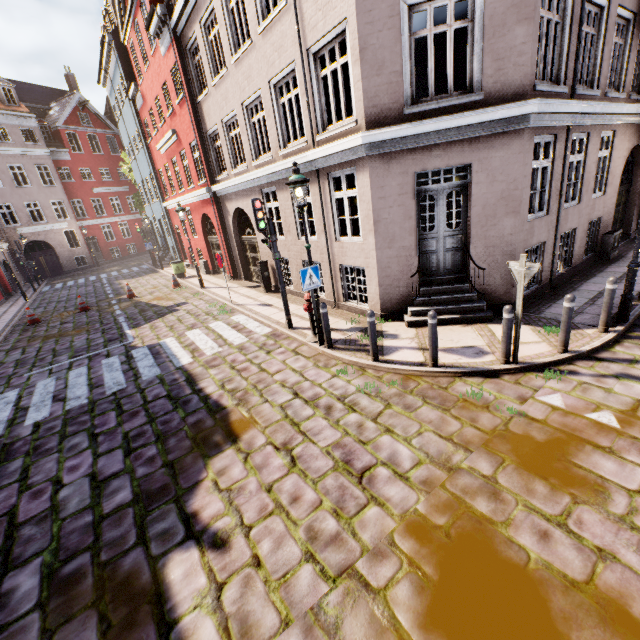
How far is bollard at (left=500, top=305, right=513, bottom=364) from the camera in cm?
546

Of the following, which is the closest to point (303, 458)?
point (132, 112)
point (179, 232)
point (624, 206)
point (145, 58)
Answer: point (624, 206)

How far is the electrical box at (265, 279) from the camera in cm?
1262

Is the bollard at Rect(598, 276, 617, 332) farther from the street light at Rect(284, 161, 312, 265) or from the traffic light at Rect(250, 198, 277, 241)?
the traffic light at Rect(250, 198, 277, 241)

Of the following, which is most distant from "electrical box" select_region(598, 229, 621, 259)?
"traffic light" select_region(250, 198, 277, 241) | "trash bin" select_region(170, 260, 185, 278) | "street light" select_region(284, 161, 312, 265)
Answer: "trash bin" select_region(170, 260, 185, 278)

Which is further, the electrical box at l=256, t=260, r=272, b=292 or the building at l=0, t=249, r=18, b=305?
the building at l=0, t=249, r=18, b=305

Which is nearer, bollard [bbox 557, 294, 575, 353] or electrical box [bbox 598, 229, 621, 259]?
bollard [bbox 557, 294, 575, 353]

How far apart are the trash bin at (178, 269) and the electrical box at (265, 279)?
8.3m
